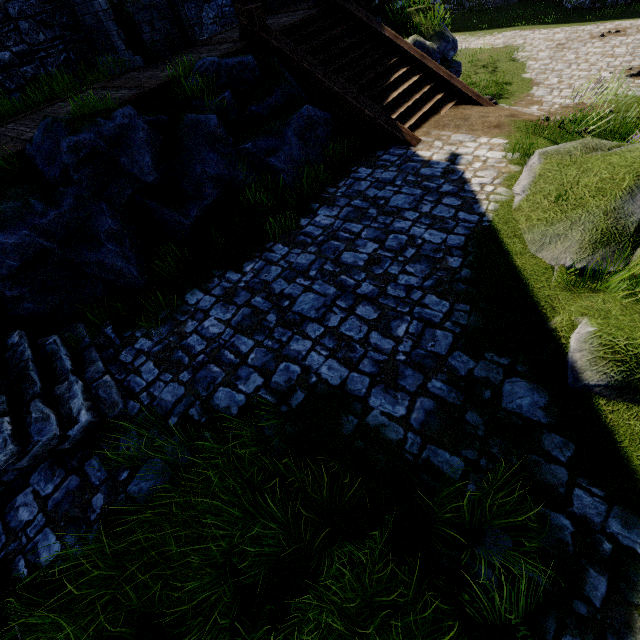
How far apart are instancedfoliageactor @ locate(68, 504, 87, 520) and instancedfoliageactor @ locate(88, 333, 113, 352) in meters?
2.1 m

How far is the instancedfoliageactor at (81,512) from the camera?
3.2 meters

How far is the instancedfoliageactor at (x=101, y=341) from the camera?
4.7m

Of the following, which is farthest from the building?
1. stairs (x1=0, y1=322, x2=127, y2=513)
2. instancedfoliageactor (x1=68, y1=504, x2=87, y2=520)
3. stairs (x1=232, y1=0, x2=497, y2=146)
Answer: instancedfoliageactor (x1=68, y1=504, x2=87, y2=520)

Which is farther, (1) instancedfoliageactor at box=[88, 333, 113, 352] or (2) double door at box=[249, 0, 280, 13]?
(2) double door at box=[249, 0, 280, 13]

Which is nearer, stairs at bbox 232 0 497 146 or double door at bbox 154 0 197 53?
stairs at bbox 232 0 497 146

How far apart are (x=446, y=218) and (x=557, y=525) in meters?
4.2

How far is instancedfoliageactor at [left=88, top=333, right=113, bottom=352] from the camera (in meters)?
4.70
